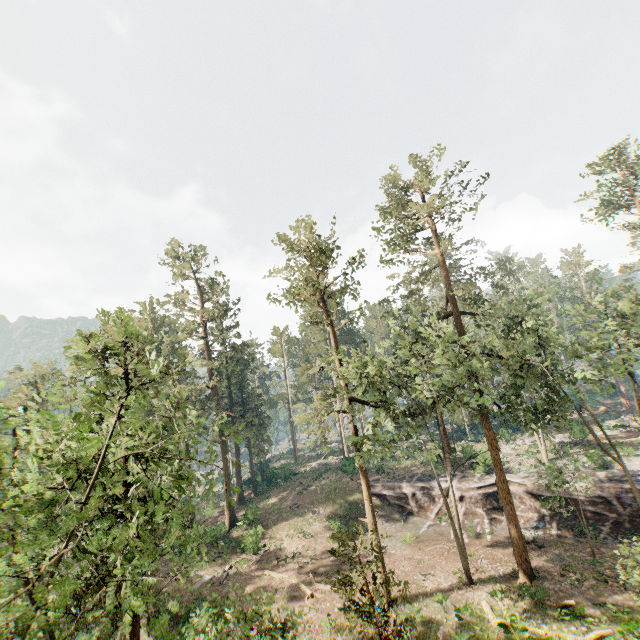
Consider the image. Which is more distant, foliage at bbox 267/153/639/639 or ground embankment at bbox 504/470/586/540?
ground embankment at bbox 504/470/586/540

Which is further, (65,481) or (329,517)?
(329,517)

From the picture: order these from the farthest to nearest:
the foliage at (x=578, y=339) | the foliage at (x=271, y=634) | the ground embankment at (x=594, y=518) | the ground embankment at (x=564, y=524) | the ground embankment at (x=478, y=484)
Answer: the ground embankment at (x=478, y=484)
the ground embankment at (x=564, y=524)
the ground embankment at (x=594, y=518)
the foliage at (x=578, y=339)
the foliage at (x=271, y=634)

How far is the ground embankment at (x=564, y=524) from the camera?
26.6 meters

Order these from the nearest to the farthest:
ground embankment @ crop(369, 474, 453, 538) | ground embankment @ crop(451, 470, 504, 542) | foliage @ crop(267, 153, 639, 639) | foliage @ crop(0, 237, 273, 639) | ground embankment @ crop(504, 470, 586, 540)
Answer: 1. foliage @ crop(0, 237, 273, 639)
2. foliage @ crop(267, 153, 639, 639)
3. ground embankment @ crop(504, 470, 586, 540)
4. ground embankment @ crop(451, 470, 504, 542)
5. ground embankment @ crop(369, 474, 453, 538)

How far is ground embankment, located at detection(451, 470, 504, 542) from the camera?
29.3 meters

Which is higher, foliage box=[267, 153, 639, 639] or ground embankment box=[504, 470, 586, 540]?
foliage box=[267, 153, 639, 639]
